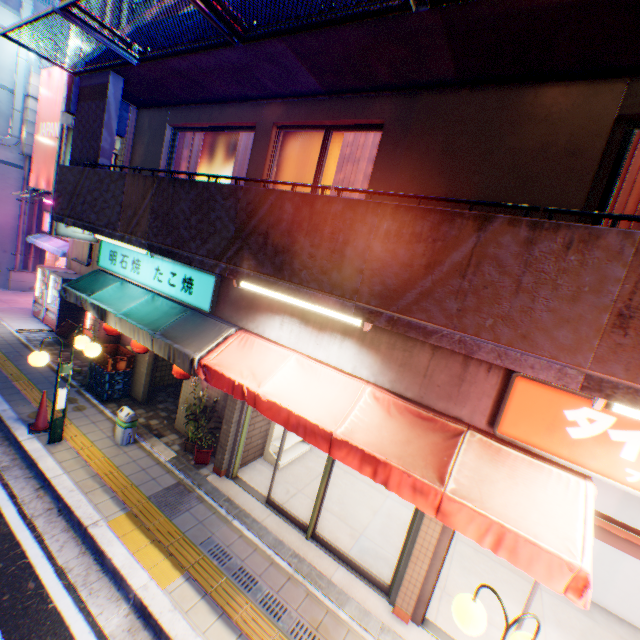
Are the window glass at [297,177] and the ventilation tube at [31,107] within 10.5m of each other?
no

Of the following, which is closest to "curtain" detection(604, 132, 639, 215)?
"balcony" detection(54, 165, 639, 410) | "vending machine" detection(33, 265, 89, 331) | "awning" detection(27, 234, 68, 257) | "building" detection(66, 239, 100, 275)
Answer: "balcony" detection(54, 165, 639, 410)

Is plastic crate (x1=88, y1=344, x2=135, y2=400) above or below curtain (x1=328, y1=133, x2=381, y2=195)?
below

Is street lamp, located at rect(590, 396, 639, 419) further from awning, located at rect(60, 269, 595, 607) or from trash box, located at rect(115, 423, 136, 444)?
trash box, located at rect(115, 423, 136, 444)

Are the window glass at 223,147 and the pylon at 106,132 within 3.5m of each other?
yes

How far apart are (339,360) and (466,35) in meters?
4.0 m

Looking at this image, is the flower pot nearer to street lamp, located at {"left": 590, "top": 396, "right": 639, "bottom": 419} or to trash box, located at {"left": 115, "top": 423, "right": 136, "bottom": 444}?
trash box, located at {"left": 115, "top": 423, "right": 136, "bottom": 444}

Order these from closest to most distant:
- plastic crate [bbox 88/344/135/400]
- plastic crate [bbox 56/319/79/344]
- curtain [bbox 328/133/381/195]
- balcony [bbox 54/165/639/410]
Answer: balcony [bbox 54/165/639/410] < curtain [bbox 328/133/381/195] < plastic crate [bbox 88/344/135/400] < plastic crate [bbox 56/319/79/344]
